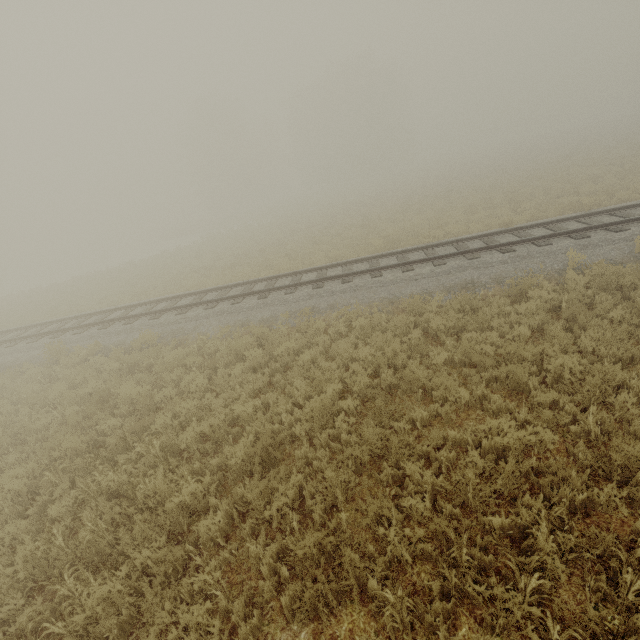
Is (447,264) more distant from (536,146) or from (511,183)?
(536,146)
